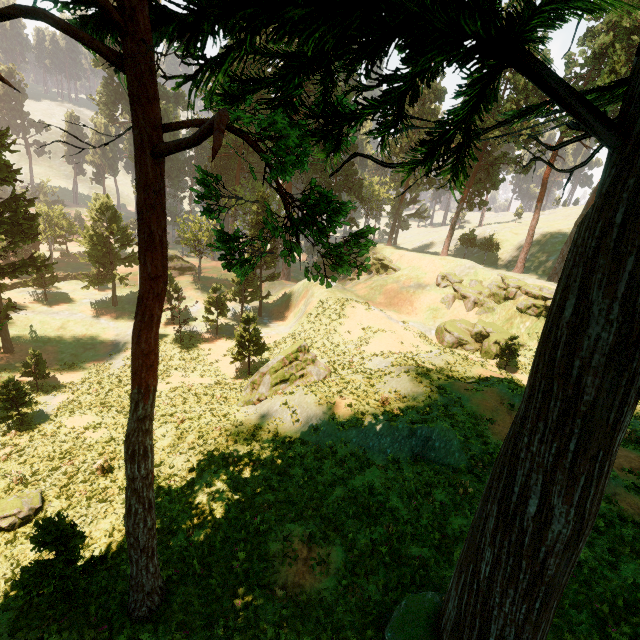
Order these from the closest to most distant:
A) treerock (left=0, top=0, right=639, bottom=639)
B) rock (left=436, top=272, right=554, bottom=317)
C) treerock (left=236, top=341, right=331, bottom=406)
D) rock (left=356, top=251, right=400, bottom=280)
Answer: treerock (left=0, top=0, right=639, bottom=639), treerock (left=236, top=341, right=331, bottom=406), rock (left=436, top=272, right=554, bottom=317), rock (left=356, top=251, right=400, bottom=280)

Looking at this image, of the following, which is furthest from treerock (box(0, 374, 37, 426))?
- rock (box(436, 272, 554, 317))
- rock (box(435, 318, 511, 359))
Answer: rock (box(435, 318, 511, 359))

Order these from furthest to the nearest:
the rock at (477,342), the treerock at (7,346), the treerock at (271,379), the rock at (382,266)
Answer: the rock at (382,266) < the rock at (477,342) < the treerock at (7,346) < the treerock at (271,379)

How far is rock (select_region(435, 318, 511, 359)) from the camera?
32.5 meters

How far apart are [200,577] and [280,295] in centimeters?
4085cm

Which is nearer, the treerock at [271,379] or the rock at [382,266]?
the treerock at [271,379]

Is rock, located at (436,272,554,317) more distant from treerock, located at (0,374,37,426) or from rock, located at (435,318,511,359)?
treerock, located at (0,374,37,426)

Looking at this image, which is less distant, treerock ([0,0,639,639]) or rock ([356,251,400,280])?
treerock ([0,0,639,639])
